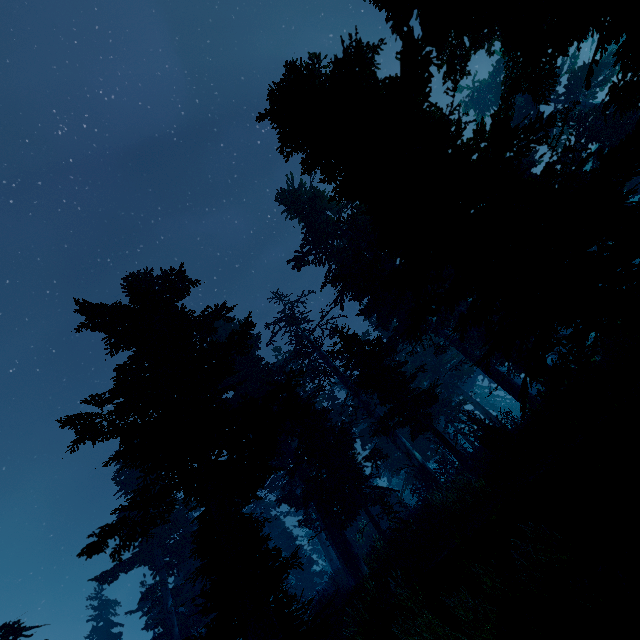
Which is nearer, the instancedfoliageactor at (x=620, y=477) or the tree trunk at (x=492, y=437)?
the instancedfoliageactor at (x=620, y=477)

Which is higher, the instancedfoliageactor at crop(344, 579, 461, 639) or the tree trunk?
the tree trunk

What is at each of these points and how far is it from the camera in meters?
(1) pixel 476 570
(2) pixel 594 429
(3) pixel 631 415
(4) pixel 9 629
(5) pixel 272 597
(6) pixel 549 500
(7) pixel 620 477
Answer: (1) instancedfoliageactor, 5.8 m
(2) instancedfoliageactor, 6.1 m
(3) instancedfoliageactor, 5.6 m
(4) instancedfoliageactor, 12.2 m
(5) instancedfoliageactor, 25.6 m
(6) instancedfoliageactor, 6.1 m
(7) instancedfoliageactor, 5.3 m

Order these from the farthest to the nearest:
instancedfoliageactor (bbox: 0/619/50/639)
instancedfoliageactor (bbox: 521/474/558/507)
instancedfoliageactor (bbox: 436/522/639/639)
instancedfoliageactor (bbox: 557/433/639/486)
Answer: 1. instancedfoliageactor (bbox: 0/619/50/639)
2. instancedfoliageactor (bbox: 521/474/558/507)
3. instancedfoliageactor (bbox: 557/433/639/486)
4. instancedfoliageactor (bbox: 436/522/639/639)

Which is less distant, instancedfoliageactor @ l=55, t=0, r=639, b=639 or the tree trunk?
instancedfoliageactor @ l=55, t=0, r=639, b=639

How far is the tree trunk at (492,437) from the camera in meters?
12.3

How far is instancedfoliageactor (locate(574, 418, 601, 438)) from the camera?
6.13m

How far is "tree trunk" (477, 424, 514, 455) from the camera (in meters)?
12.30
